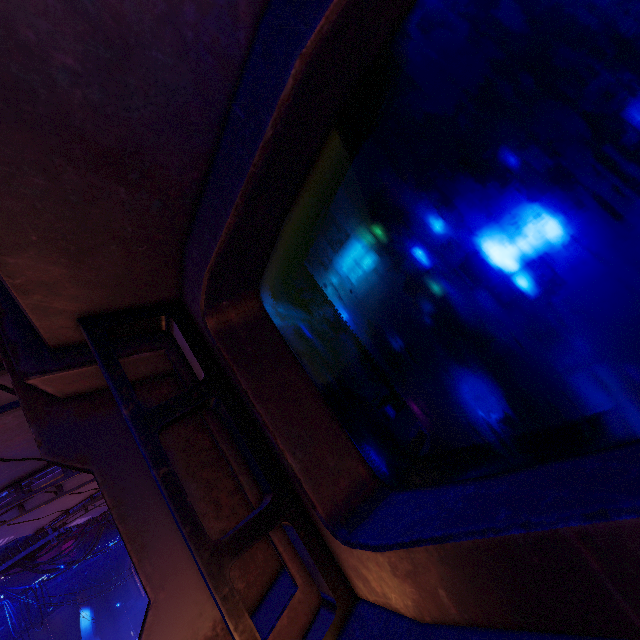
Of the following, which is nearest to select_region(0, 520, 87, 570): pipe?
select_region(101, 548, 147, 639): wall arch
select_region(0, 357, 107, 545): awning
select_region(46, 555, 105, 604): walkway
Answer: select_region(101, 548, 147, 639): wall arch

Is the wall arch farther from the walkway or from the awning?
the awning

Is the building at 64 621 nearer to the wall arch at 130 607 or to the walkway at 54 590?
the wall arch at 130 607

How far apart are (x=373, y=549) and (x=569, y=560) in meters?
0.5 m

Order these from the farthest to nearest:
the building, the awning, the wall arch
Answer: the wall arch → the building → the awning

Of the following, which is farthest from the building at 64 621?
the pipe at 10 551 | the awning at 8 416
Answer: the awning at 8 416

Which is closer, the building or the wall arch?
the building

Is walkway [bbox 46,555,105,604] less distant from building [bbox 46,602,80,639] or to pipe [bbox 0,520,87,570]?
pipe [bbox 0,520,87,570]
